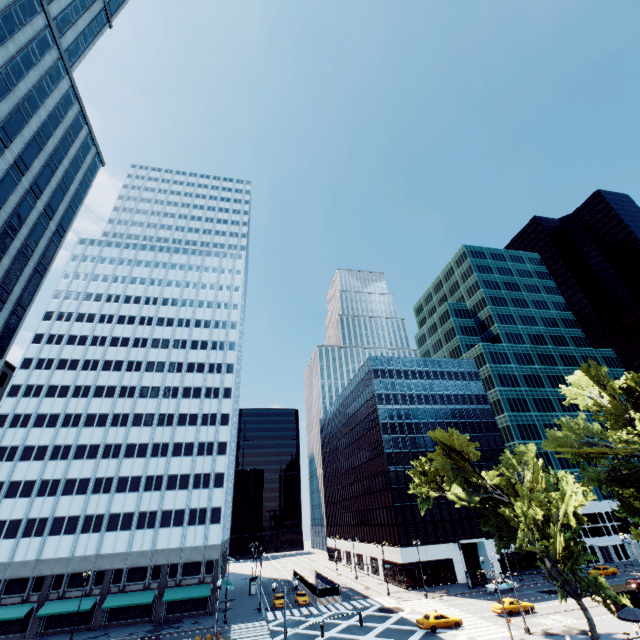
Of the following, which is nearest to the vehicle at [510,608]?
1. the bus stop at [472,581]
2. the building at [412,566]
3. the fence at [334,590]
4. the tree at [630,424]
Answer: the bus stop at [472,581]

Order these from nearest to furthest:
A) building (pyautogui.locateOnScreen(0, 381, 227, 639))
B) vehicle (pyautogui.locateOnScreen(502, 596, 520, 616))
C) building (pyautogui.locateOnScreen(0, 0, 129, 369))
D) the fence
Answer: building (pyautogui.locateOnScreen(0, 0, 129, 369)) < vehicle (pyautogui.locateOnScreen(502, 596, 520, 616)) < building (pyautogui.locateOnScreen(0, 381, 227, 639)) < the fence

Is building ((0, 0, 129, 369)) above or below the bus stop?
above

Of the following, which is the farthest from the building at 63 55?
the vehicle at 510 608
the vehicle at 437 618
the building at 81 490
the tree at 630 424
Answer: the vehicle at 510 608

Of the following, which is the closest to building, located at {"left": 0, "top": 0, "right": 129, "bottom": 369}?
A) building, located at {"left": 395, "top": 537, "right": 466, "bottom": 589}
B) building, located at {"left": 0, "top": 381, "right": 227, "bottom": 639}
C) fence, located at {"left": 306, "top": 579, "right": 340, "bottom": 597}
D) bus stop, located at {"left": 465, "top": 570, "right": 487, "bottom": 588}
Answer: building, located at {"left": 0, "top": 381, "right": 227, "bottom": 639}

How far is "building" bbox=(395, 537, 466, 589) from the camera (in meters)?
57.12

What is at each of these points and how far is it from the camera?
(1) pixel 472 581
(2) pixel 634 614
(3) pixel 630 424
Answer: (1) bus stop, 54.41m
(2) umbrella, 28.55m
(3) tree, 35.34m

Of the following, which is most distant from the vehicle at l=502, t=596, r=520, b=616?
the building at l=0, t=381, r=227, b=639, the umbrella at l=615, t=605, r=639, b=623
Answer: the building at l=0, t=381, r=227, b=639
